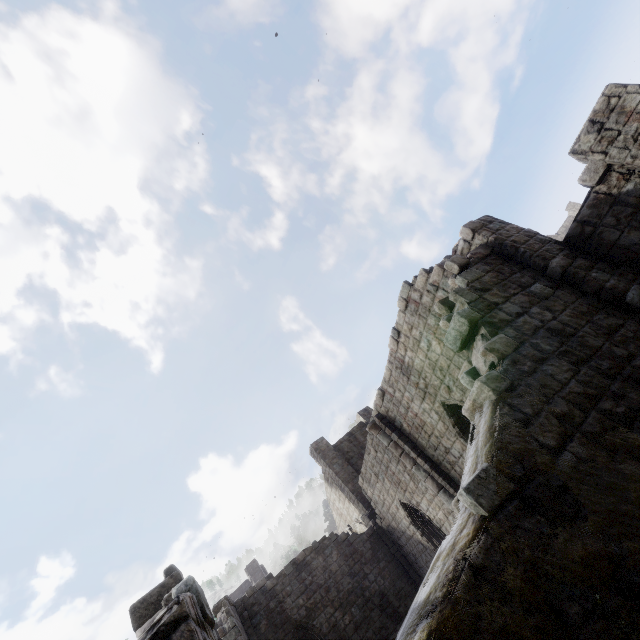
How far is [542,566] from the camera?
3.01m
